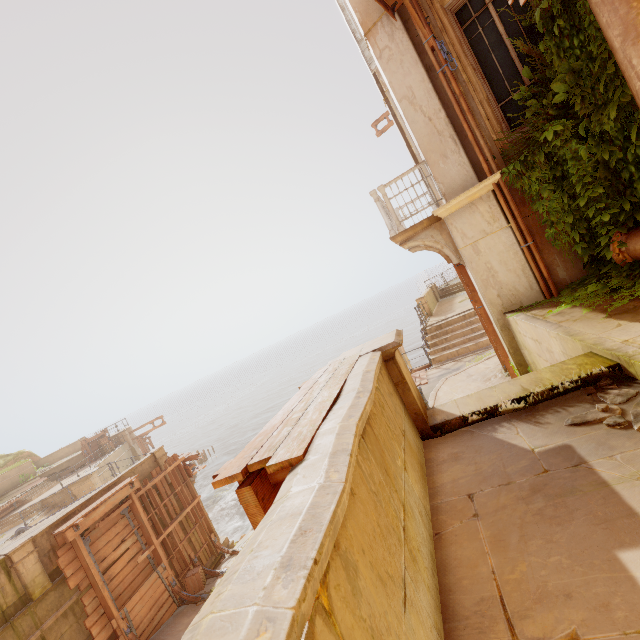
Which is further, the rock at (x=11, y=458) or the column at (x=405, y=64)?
the rock at (x=11, y=458)

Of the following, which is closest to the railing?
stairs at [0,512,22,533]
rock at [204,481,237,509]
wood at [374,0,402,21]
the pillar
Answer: wood at [374,0,402,21]

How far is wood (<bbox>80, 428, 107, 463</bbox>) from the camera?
28.7m

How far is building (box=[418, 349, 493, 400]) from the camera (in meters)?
10.92

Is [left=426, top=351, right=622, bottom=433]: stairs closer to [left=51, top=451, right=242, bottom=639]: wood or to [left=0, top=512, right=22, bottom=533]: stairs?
[left=51, top=451, right=242, bottom=639]: wood

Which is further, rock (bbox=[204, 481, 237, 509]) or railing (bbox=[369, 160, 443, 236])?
rock (bbox=[204, 481, 237, 509])

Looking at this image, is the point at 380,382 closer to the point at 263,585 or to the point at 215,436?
the point at 263,585

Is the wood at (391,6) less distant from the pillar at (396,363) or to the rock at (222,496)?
the pillar at (396,363)
